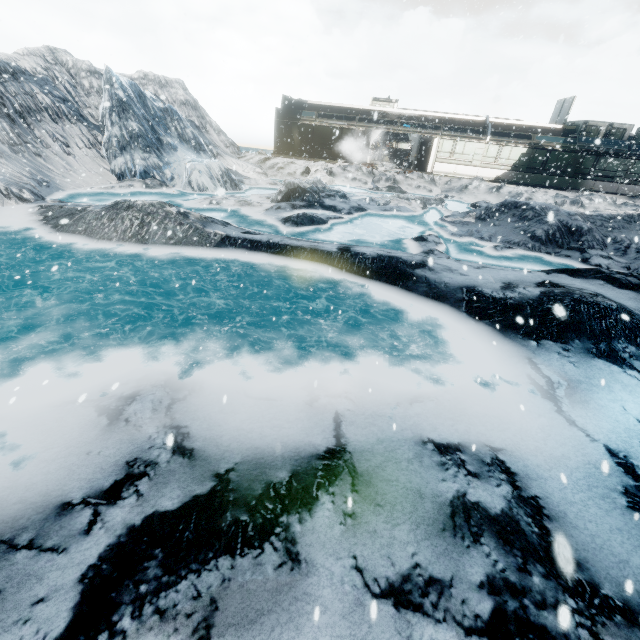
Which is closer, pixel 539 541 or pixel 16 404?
pixel 539 541
